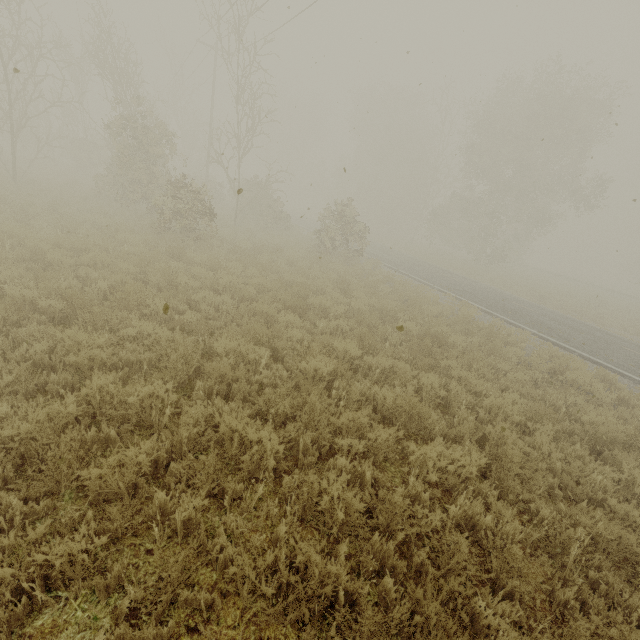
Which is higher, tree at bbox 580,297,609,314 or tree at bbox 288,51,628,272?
tree at bbox 288,51,628,272

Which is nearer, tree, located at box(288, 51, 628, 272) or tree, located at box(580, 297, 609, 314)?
tree, located at box(580, 297, 609, 314)

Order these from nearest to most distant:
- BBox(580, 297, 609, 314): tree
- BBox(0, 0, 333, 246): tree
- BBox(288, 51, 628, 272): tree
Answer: BBox(0, 0, 333, 246): tree
BBox(580, 297, 609, 314): tree
BBox(288, 51, 628, 272): tree

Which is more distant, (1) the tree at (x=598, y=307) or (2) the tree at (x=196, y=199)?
(1) the tree at (x=598, y=307)

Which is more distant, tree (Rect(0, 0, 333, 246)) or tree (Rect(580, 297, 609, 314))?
tree (Rect(580, 297, 609, 314))

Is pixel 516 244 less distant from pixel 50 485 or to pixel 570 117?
pixel 570 117
